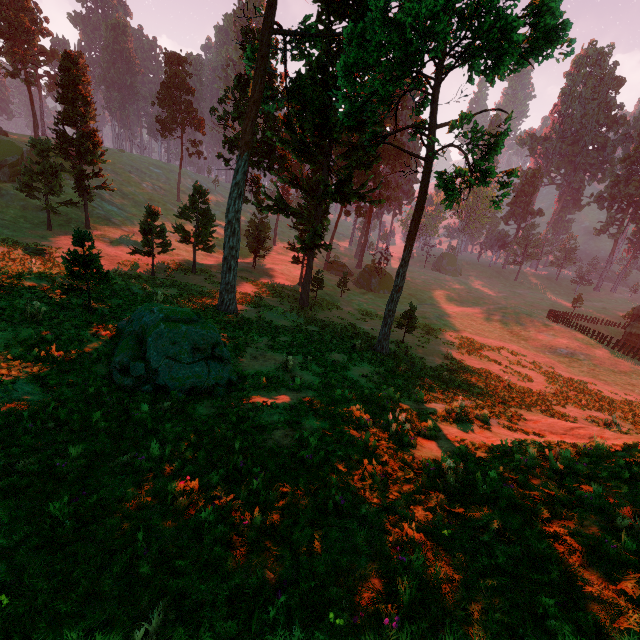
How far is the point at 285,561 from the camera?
4.40m

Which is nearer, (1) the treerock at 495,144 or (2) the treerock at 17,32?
(1) the treerock at 495,144

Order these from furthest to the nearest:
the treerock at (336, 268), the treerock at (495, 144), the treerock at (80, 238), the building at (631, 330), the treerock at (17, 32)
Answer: the building at (631, 330) < the treerock at (336, 268) < the treerock at (17, 32) < the treerock at (495, 144) < the treerock at (80, 238)

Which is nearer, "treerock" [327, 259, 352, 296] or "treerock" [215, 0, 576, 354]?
"treerock" [215, 0, 576, 354]

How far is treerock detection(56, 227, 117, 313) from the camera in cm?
1328
